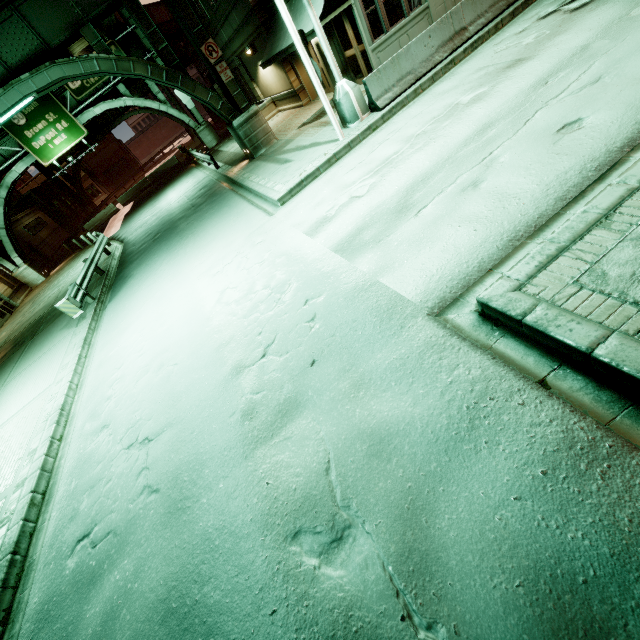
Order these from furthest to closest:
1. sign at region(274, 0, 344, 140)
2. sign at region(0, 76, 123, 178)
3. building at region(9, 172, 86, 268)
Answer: building at region(9, 172, 86, 268), sign at region(0, 76, 123, 178), sign at region(274, 0, 344, 140)

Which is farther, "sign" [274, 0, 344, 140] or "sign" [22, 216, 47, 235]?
"sign" [22, 216, 47, 235]

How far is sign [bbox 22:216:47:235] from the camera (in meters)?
33.62

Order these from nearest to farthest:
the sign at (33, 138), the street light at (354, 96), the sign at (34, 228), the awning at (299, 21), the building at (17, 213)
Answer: the street light at (354, 96) < the awning at (299, 21) < the sign at (33, 138) < the building at (17, 213) < the sign at (34, 228)

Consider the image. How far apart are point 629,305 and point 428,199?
3.8m

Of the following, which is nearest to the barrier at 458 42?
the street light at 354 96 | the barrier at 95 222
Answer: the street light at 354 96

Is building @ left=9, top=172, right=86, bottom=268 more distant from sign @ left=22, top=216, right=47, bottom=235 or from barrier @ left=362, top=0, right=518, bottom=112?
barrier @ left=362, top=0, right=518, bottom=112

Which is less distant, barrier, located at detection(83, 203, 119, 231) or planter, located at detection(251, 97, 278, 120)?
planter, located at detection(251, 97, 278, 120)
